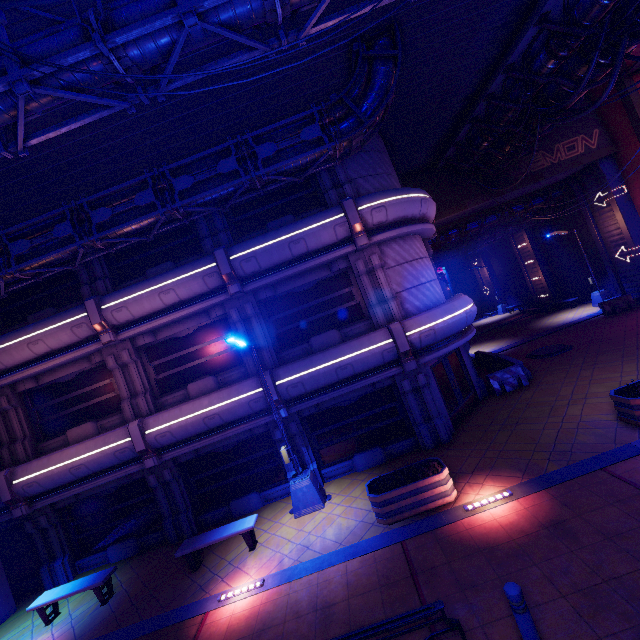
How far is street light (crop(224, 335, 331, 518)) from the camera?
10.3m

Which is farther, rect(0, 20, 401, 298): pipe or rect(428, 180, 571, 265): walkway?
rect(428, 180, 571, 265): walkway

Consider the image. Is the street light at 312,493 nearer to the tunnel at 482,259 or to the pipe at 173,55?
the pipe at 173,55

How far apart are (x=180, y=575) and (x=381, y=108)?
14.7m

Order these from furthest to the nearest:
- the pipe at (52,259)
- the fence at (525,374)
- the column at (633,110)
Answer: the column at (633,110)
the fence at (525,374)
the pipe at (52,259)

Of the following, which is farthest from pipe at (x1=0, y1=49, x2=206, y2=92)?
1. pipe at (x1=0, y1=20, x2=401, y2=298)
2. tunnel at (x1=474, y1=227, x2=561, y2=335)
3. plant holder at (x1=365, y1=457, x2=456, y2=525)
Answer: tunnel at (x1=474, y1=227, x2=561, y2=335)

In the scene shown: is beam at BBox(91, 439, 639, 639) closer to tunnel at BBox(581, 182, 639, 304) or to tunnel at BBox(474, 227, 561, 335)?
tunnel at BBox(581, 182, 639, 304)

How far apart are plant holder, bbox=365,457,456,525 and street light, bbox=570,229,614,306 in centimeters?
2178cm
